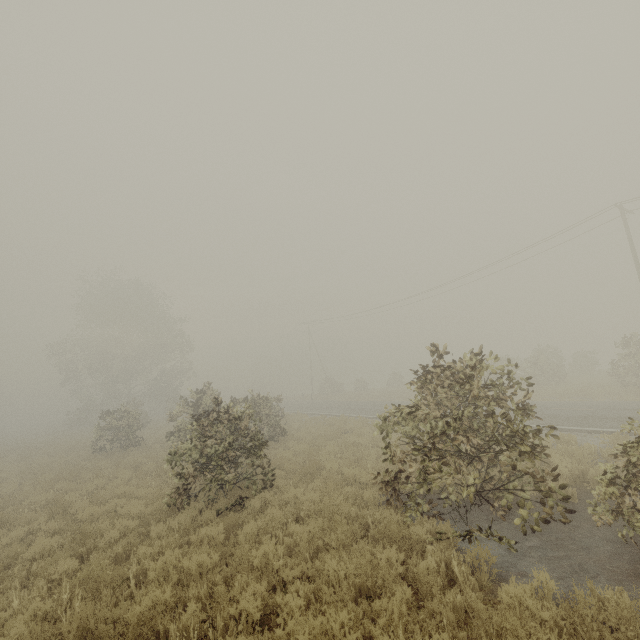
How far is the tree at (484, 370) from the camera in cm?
586

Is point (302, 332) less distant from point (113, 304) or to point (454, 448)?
point (113, 304)

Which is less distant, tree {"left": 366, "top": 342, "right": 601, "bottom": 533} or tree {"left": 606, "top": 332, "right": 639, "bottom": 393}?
tree {"left": 366, "top": 342, "right": 601, "bottom": 533}

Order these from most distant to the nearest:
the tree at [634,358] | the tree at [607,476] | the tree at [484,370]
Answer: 1. the tree at [634,358]
2. the tree at [484,370]
3. the tree at [607,476]

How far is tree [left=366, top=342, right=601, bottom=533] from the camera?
5.9m

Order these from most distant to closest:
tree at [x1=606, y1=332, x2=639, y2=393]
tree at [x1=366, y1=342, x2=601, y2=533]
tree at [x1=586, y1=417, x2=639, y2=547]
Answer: tree at [x1=606, y1=332, x2=639, y2=393], tree at [x1=366, y1=342, x2=601, y2=533], tree at [x1=586, y1=417, x2=639, y2=547]
